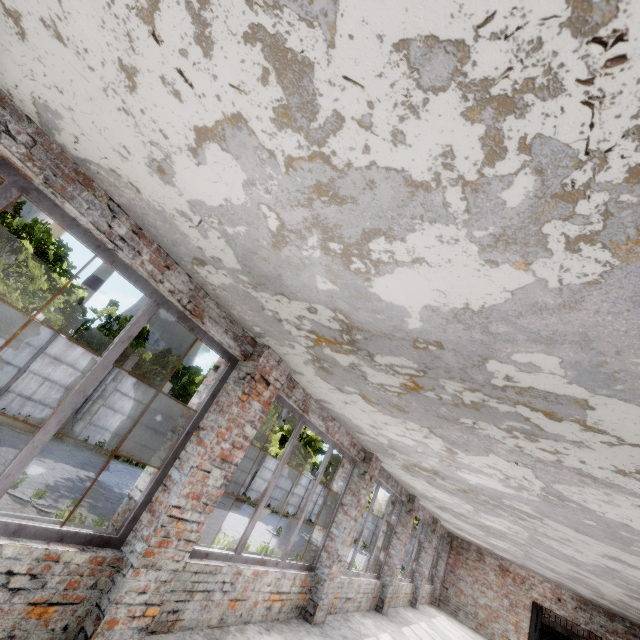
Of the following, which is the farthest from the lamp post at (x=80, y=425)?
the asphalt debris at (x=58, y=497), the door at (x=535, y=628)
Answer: the door at (x=535, y=628)

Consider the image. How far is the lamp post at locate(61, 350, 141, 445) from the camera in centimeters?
1434cm

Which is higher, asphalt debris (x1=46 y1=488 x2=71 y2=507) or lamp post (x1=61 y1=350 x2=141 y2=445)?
lamp post (x1=61 y1=350 x2=141 y2=445)

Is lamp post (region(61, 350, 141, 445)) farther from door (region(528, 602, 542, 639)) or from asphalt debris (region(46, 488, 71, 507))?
door (region(528, 602, 542, 639))

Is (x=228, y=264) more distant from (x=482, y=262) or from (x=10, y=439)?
(x=10, y=439)

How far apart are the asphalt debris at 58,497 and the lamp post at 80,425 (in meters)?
6.48

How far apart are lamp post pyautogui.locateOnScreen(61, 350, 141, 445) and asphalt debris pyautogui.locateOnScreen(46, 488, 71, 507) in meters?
6.5 m
